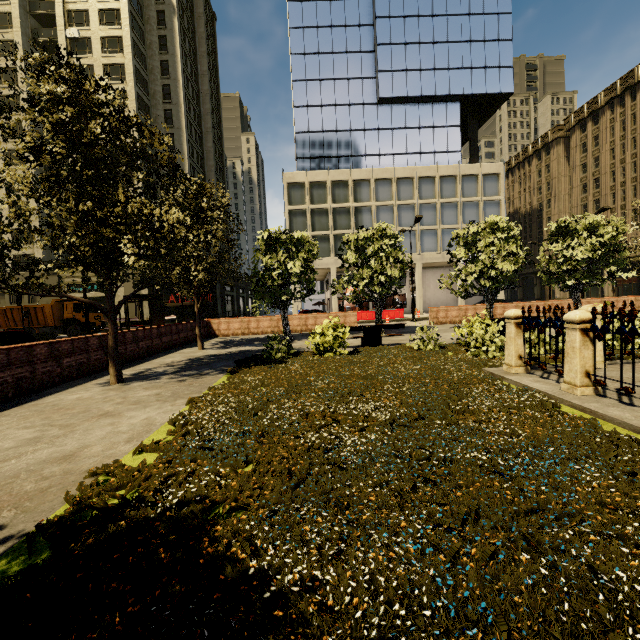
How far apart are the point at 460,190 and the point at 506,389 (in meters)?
37.20

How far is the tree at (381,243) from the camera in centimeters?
1596cm

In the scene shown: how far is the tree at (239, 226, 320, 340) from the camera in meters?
15.6

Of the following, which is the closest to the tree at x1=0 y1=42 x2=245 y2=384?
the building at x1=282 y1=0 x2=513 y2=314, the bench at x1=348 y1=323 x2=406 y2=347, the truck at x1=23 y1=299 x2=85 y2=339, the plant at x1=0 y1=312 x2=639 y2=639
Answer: the plant at x1=0 y1=312 x2=639 y2=639

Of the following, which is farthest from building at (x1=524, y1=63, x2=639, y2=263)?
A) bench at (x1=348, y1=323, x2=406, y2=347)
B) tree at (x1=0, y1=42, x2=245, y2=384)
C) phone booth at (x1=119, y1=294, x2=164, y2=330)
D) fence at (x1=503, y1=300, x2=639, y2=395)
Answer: fence at (x1=503, y1=300, x2=639, y2=395)

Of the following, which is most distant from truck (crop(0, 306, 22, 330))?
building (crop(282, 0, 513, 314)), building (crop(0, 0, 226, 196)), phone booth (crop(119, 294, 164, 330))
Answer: building (crop(282, 0, 513, 314))

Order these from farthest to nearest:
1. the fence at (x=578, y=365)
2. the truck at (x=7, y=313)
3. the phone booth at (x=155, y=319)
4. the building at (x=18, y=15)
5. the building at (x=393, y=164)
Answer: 1. the building at (x=393, y=164)
2. the building at (x=18, y=15)
3. the truck at (x=7, y=313)
4. the phone booth at (x=155, y=319)
5. the fence at (x=578, y=365)

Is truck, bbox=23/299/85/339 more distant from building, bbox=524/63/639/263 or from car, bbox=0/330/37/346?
building, bbox=524/63/639/263
